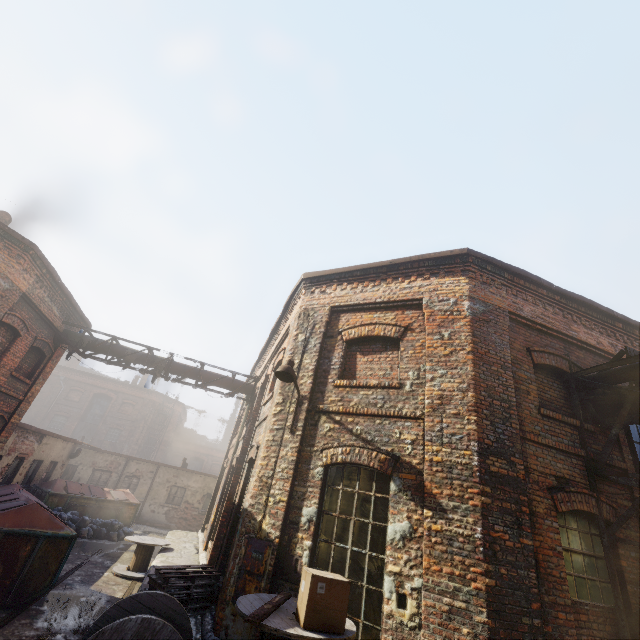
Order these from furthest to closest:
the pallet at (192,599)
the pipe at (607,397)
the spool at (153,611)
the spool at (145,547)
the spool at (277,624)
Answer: the spool at (145,547) → the pallet at (192,599) → the pipe at (607,397) → the spool at (153,611) → the spool at (277,624)

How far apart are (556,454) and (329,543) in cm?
434

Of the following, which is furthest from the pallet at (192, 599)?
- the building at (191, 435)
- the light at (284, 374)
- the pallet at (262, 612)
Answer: the building at (191, 435)

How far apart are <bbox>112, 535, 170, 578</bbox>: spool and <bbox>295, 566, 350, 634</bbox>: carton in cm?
959

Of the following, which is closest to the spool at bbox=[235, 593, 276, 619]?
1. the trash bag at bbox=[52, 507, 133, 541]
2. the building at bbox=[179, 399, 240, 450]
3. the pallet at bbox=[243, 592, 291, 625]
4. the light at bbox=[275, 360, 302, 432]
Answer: the pallet at bbox=[243, 592, 291, 625]

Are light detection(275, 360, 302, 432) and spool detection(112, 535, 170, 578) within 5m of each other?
no

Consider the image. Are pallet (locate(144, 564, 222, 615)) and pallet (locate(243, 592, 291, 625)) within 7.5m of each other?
yes

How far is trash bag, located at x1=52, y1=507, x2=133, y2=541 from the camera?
13.72m
